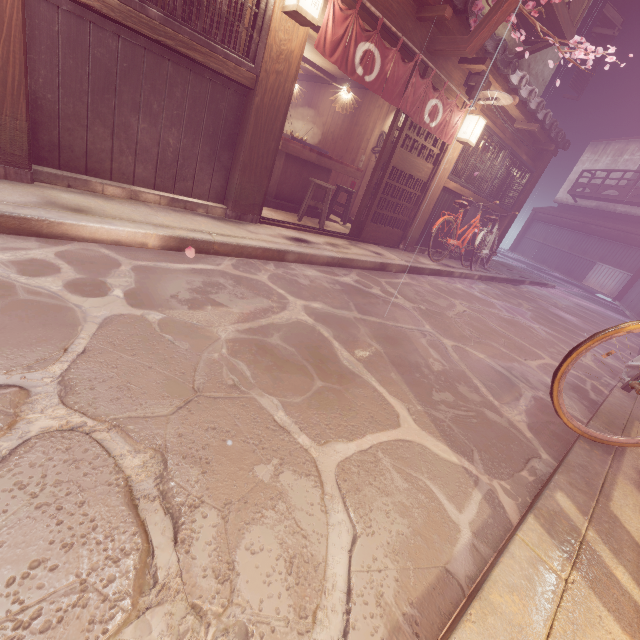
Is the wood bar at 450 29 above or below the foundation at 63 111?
above

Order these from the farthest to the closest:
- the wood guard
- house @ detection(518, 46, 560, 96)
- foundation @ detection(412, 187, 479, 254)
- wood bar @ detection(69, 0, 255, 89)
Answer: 1. house @ detection(518, 46, 560, 96)
2. foundation @ detection(412, 187, 479, 254)
3. the wood guard
4. wood bar @ detection(69, 0, 255, 89)

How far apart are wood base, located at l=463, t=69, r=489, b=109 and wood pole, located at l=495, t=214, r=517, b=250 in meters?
7.8

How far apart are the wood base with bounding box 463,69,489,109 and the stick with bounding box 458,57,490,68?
0.5 meters

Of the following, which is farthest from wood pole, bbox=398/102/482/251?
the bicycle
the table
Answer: the bicycle

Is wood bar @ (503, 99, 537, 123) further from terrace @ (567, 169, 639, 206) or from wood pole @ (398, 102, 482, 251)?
terrace @ (567, 169, 639, 206)

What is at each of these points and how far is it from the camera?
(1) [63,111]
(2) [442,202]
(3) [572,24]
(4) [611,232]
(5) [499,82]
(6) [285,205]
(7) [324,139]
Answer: (1) foundation, 5.30m
(2) foundation, 13.02m
(3) terrace, 11.59m
(4) wood bar, 32.31m
(5) wood bar, 10.41m
(6) table, 11.04m
(7) building, 15.59m

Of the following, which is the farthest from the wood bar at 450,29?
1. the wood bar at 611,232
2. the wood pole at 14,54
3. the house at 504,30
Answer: the wood bar at 611,232
